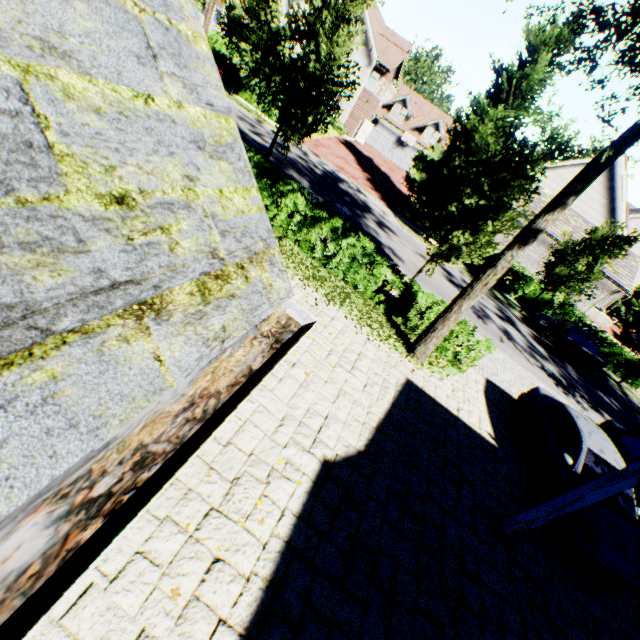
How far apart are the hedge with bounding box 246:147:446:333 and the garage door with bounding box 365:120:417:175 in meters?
36.6

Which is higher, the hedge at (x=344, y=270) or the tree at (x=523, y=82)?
the tree at (x=523, y=82)

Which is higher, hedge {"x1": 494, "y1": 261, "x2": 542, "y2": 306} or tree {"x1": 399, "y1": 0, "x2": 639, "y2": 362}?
tree {"x1": 399, "y1": 0, "x2": 639, "y2": 362}

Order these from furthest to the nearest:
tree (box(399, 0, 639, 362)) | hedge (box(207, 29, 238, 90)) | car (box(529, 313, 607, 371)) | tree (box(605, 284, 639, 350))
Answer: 1. tree (box(605, 284, 639, 350))
2. hedge (box(207, 29, 238, 90))
3. car (box(529, 313, 607, 371))
4. tree (box(399, 0, 639, 362))

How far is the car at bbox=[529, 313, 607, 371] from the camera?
19.8m

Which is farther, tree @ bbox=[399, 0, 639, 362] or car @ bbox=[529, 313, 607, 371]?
car @ bbox=[529, 313, 607, 371]

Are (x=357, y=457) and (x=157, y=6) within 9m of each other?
yes

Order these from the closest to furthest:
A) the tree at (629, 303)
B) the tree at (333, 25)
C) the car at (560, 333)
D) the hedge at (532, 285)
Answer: the tree at (333, 25) → the car at (560, 333) → the hedge at (532, 285) → the tree at (629, 303)
